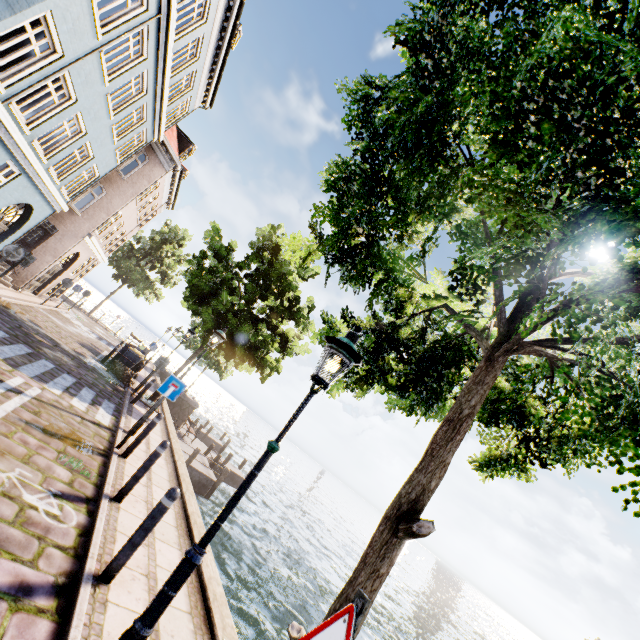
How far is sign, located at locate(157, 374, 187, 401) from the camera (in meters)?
7.54

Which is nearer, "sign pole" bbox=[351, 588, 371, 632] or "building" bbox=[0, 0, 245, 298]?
"sign pole" bbox=[351, 588, 371, 632]

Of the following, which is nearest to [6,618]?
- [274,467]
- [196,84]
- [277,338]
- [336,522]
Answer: [277,338]

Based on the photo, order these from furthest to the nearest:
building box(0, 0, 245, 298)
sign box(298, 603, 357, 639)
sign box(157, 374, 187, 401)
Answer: building box(0, 0, 245, 298)
sign box(157, 374, 187, 401)
sign box(298, 603, 357, 639)

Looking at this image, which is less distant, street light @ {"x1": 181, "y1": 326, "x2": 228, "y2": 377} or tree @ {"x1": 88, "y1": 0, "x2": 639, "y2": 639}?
tree @ {"x1": 88, "y1": 0, "x2": 639, "y2": 639}

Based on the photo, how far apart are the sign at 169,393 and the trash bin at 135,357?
11.37m

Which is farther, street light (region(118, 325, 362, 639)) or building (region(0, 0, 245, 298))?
building (region(0, 0, 245, 298))

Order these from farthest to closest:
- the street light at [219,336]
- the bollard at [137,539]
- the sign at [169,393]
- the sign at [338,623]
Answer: the street light at [219,336]
the sign at [169,393]
the bollard at [137,539]
the sign at [338,623]
